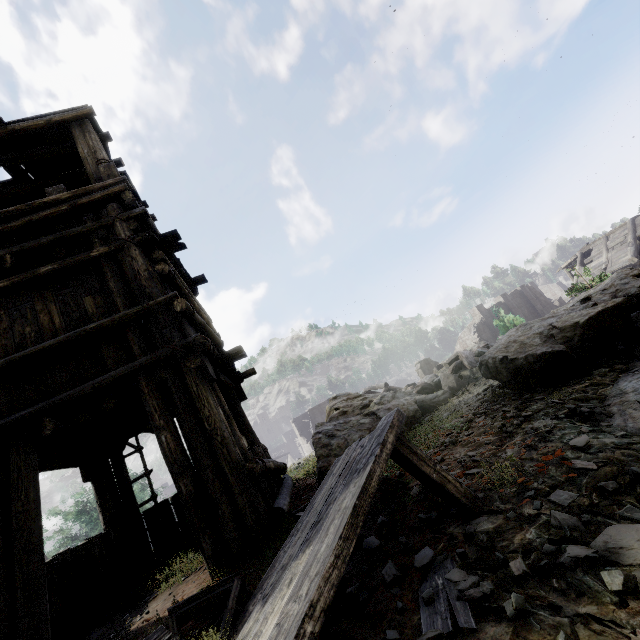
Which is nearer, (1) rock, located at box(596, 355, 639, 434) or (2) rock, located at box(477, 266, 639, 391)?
(1) rock, located at box(596, 355, 639, 434)

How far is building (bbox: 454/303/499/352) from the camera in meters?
39.9 m

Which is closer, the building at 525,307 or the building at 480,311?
the building at 480,311

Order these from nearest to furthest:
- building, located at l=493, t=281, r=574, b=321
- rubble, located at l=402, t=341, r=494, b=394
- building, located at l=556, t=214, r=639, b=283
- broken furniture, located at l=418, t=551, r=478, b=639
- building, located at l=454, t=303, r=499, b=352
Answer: broken furniture, located at l=418, t=551, r=478, b=639, rubble, located at l=402, t=341, r=494, b=394, building, located at l=556, t=214, r=639, b=283, building, located at l=454, t=303, r=499, b=352, building, located at l=493, t=281, r=574, b=321

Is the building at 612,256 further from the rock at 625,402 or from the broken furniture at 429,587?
the broken furniture at 429,587

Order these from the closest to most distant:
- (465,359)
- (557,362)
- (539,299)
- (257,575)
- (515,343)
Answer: (257,575), (557,362), (515,343), (465,359), (539,299)

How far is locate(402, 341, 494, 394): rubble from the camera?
8.0m
